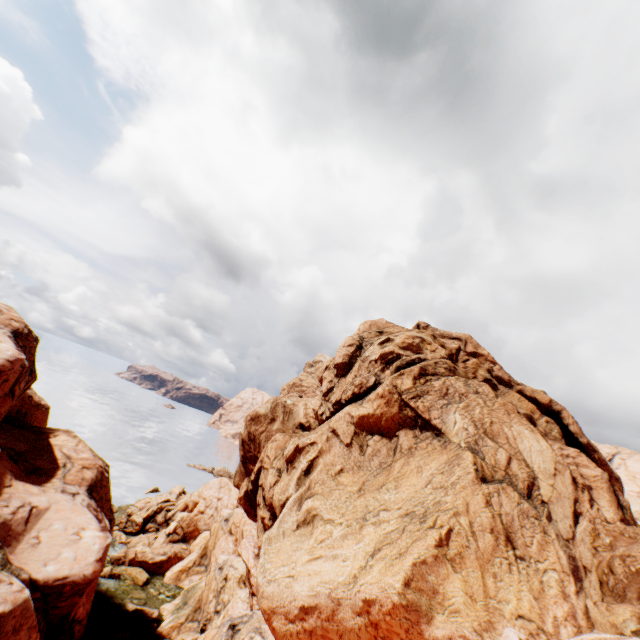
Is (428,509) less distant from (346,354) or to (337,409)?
(337,409)

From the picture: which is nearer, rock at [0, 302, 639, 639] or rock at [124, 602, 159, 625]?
rock at [0, 302, 639, 639]

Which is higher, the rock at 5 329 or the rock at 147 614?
the rock at 5 329

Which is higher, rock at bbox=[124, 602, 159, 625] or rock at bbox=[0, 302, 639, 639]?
rock at bbox=[0, 302, 639, 639]

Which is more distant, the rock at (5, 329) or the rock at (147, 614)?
the rock at (147, 614)

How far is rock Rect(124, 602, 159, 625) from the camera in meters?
30.3
